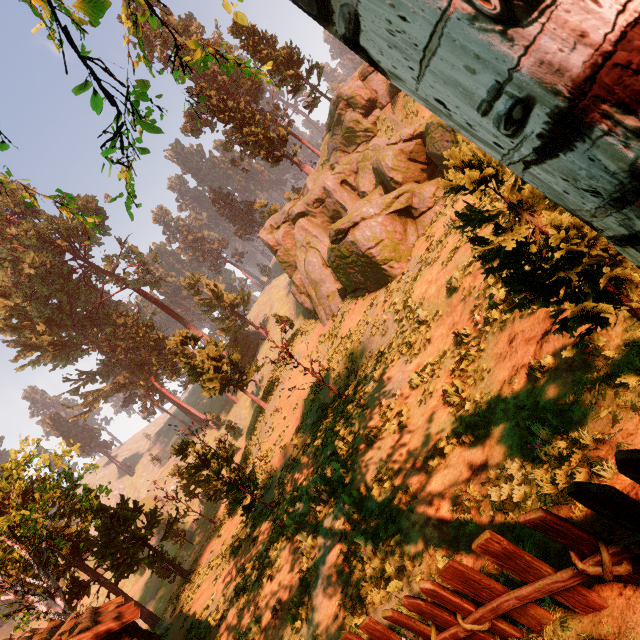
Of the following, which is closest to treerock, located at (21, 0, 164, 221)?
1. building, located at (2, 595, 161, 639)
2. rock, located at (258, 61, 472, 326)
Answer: building, located at (2, 595, 161, 639)

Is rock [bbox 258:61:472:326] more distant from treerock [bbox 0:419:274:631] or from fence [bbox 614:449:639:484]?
fence [bbox 614:449:639:484]

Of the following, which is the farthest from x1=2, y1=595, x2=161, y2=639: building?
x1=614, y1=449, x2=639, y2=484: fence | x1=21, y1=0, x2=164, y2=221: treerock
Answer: x1=614, y1=449, x2=639, y2=484: fence

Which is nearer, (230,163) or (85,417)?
(85,417)

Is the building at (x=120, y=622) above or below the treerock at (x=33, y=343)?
below

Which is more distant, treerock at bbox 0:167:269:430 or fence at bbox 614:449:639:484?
treerock at bbox 0:167:269:430

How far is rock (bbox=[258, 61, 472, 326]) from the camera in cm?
1964

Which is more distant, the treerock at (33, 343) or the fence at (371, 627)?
the treerock at (33, 343)
